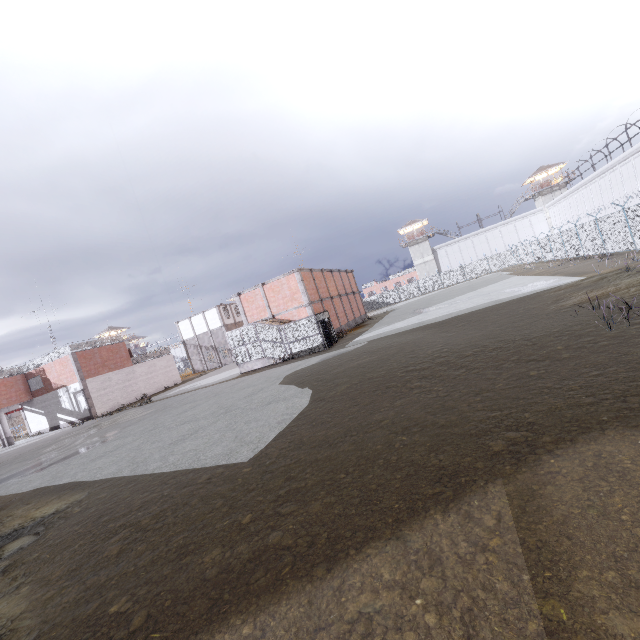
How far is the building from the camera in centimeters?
5606cm

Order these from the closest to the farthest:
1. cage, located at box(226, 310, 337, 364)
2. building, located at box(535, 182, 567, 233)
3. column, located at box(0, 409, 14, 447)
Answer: cage, located at box(226, 310, 337, 364)
column, located at box(0, 409, 14, 447)
building, located at box(535, 182, 567, 233)

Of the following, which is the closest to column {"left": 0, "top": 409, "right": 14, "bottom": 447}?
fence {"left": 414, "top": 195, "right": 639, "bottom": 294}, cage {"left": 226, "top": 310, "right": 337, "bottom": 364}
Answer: cage {"left": 226, "top": 310, "right": 337, "bottom": 364}

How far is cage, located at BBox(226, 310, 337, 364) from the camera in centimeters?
2511cm

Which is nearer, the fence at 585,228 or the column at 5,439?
the fence at 585,228

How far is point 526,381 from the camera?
7.3m

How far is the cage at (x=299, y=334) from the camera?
25.1m

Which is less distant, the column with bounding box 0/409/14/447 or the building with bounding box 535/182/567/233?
the column with bounding box 0/409/14/447
